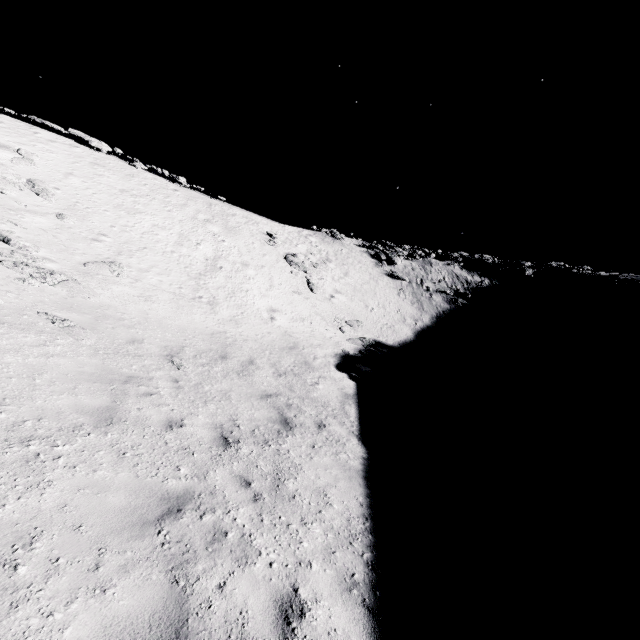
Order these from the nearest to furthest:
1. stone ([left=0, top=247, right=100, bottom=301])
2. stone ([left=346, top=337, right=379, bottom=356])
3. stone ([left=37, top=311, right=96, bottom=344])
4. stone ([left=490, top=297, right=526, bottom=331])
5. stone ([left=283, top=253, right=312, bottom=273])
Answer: stone ([left=37, top=311, right=96, bottom=344]) < stone ([left=0, top=247, right=100, bottom=301]) < stone ([left=346, top=337, right=379, bottom=356]) < stone ([left=283, top=253, right=312, bottom=273]) < stone ([left=490, top=297, right=526, bottom=331])

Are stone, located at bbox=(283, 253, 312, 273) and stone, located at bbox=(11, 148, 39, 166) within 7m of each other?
no

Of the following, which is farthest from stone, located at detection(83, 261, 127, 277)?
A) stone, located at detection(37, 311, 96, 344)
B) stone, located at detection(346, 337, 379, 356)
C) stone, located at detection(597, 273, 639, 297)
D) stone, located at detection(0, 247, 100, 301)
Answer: stone, located at detection(597, 273, 639, 297)

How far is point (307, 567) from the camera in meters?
4.1

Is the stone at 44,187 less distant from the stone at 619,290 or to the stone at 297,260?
the stone at 297,260

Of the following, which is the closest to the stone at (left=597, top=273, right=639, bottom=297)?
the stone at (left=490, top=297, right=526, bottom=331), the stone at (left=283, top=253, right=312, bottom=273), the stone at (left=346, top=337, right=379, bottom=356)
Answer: the stone at (left=490, top=297, right=526, bottom=331)

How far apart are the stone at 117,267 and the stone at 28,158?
8.25m

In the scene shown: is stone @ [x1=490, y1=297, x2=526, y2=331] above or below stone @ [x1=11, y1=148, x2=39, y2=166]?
below
